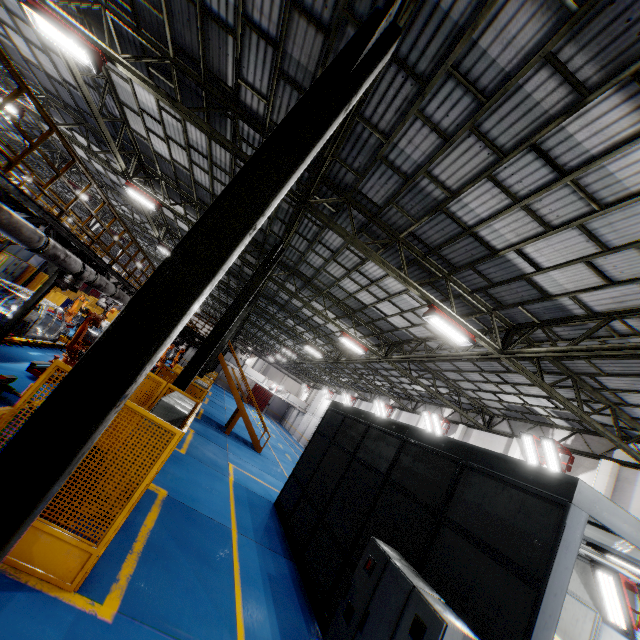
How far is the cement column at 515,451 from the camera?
15.8 meters

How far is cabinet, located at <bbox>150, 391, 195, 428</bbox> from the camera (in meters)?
6.22

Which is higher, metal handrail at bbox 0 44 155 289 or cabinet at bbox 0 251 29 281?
metal handrail at bbox 0 44 155 289

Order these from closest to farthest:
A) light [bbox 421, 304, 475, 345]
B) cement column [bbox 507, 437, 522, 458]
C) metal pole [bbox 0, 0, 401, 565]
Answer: metal pole [bbox 0, 0, 401, 565]
light [bbox 421, 304, 475, 345]
cement column [bbox 507, 437, 522, 458]

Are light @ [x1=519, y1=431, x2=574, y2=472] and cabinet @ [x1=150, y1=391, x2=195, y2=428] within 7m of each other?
no

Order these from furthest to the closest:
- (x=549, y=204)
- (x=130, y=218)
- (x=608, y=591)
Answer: (x=130, y=218) < (x=608, y=591) < (x=549, y=204)

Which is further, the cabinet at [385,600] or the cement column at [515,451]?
the cement column at [515,451]

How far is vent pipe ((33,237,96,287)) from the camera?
7.6 meters
